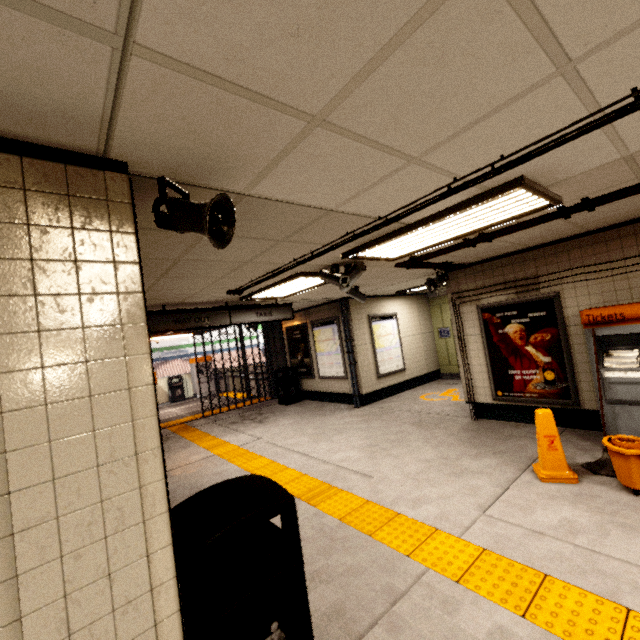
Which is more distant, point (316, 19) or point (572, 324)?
point (572, 324)

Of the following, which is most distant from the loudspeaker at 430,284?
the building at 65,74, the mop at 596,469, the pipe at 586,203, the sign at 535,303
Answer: the building at 65,74

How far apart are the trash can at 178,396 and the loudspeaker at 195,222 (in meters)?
14.48

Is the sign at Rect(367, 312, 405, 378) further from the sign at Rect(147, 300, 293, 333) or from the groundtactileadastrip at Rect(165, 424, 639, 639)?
the groundtactileadastrip at Rect(165, 424, 639, 639)

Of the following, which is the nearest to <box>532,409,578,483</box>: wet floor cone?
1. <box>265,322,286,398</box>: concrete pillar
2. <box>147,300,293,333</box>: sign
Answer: <box>147,300,293,333</box>: sign

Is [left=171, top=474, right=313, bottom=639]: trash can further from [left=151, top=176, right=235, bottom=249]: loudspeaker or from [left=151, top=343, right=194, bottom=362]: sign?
[left=151, top=343, right=194, bottom=362]: sign

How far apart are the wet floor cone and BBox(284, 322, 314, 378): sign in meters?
6.7 m

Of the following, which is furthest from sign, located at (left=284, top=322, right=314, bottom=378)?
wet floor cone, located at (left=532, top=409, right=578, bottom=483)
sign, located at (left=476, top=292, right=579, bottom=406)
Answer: wet floor cone, located at (left=532, top=409, right=578, bottom=483)
